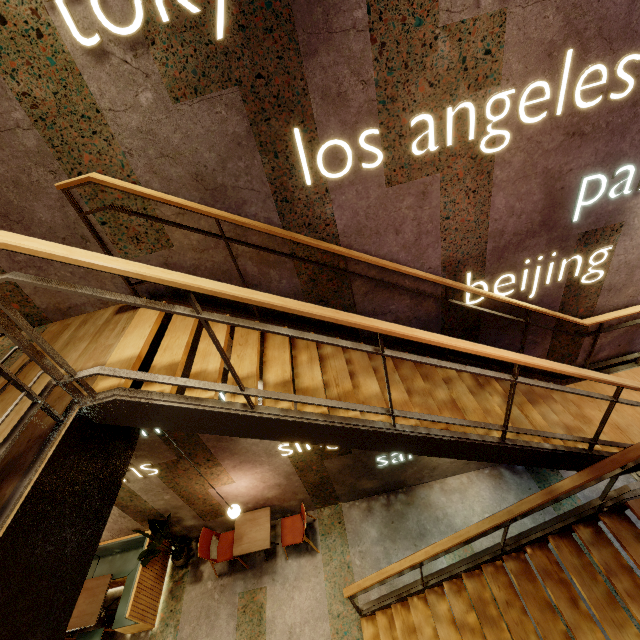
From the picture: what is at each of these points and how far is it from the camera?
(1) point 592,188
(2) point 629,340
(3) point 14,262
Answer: (1) building, 3.14m
(2) building, 4.51m
(3) building, 2.85m

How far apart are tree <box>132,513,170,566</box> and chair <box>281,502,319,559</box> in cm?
179

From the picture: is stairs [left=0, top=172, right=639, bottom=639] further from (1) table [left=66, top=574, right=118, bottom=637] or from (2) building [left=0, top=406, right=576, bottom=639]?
(1) table [left=66, top=574, right=118, bottom=637]

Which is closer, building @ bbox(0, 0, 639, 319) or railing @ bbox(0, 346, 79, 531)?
railing @ bbox(0, 346, 79, 531)

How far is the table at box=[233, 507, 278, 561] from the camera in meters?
5.2

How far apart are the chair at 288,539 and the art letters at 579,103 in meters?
6.2 m

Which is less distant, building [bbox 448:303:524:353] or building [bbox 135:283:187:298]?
building [bbox 135:283:187:298]

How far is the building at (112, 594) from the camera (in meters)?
5.73
